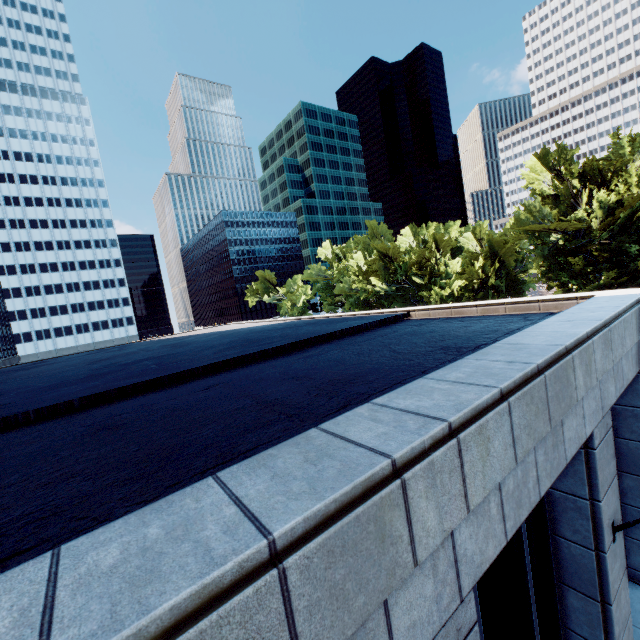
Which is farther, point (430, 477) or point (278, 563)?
point (430, 477)

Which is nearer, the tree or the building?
the building

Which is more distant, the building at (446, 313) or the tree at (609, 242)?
the tree at (609, 242)
